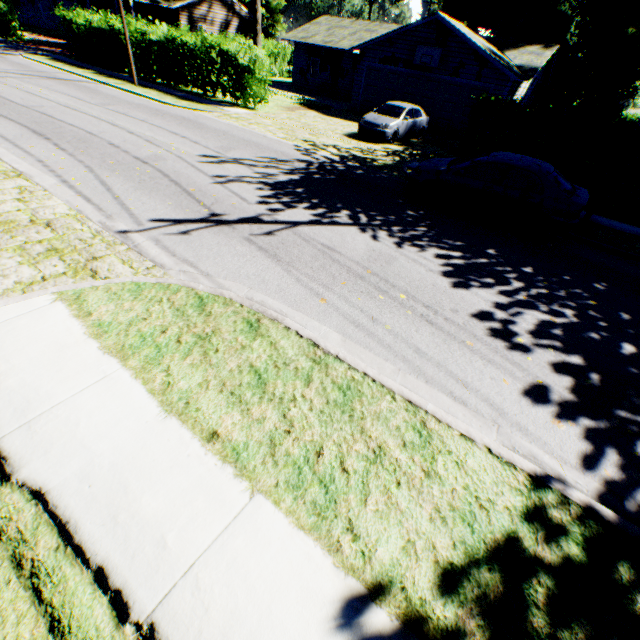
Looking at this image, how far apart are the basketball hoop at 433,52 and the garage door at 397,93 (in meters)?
0.53

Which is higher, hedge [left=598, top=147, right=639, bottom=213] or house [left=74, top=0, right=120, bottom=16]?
house [left=74, top=0, right=120, bottom=16]

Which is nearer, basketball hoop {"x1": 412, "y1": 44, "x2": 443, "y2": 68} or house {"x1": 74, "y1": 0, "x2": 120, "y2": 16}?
basketball hoop {"x1": 412, "y1": 44, "x2": 443, "y2": 68}

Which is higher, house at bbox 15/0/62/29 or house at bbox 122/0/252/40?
house at bbox 122/0/252/40

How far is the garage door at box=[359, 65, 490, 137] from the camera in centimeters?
Answer: 2029cm

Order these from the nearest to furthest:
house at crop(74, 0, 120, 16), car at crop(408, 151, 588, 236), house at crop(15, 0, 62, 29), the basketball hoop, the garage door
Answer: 1. car at crop(408, 151, 588, 236)
2. the basketball hoop
3. the garage door
4. house at crop(74, 0, 120, 16)
5. house at crop(15, 0, 62, 29)

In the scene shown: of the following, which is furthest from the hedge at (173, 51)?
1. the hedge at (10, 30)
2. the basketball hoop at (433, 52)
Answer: the hedge at (10, 30)

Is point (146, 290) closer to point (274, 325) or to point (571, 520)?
point (274, 325)
